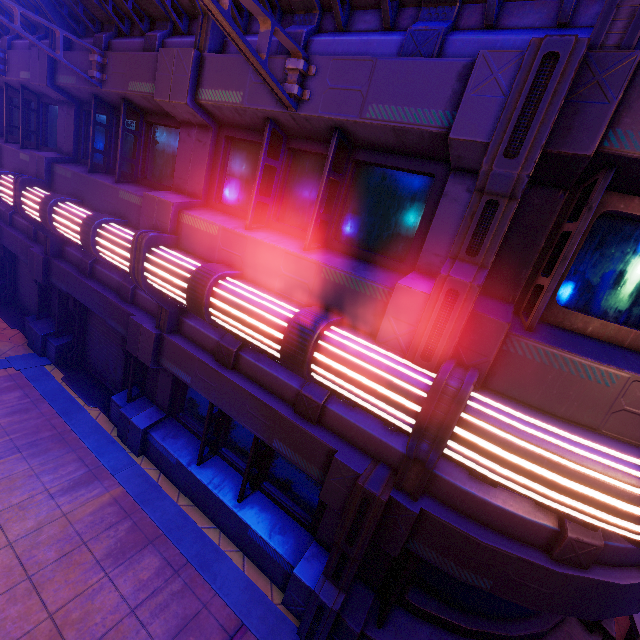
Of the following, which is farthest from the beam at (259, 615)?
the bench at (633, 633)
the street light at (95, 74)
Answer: the street light at (95, 74)

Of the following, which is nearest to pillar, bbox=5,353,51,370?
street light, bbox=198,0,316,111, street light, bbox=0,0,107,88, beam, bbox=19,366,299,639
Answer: beam, bbox=19,366,299,639

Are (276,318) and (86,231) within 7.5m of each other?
yes

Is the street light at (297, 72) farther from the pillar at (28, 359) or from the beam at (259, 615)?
the pillar at (28, 359)

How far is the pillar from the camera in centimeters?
863cm

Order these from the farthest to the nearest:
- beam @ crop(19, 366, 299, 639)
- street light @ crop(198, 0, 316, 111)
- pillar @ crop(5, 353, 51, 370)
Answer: pillar @ crop(5, 353, 51, 370), beam @ crop(19, 366, 299, 639), street light @ crop(198, 0, 316, 111)

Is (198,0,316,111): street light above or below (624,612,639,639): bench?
above

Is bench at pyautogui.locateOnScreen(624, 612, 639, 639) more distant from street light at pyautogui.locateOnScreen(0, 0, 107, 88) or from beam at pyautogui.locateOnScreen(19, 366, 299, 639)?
street light at pyautogui.locateOnScreen(0, 0, 107, 88)
